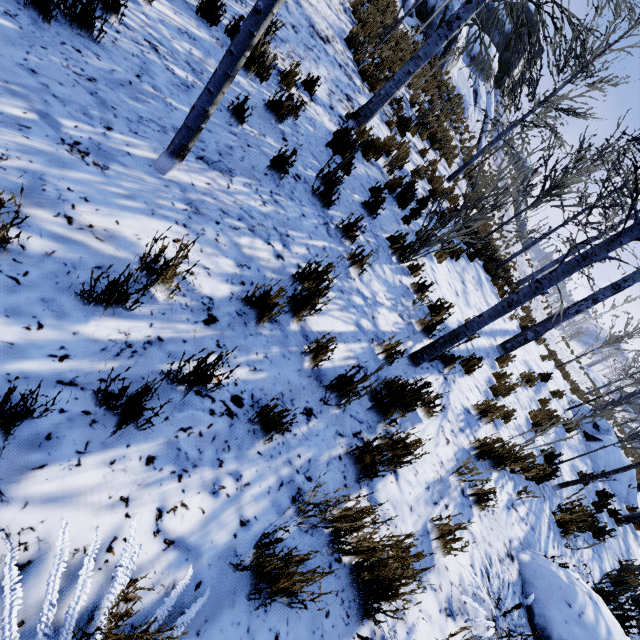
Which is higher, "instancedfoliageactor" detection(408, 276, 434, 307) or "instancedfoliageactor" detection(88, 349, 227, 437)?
"instancedfoliageactor" detection(408, 276, 434, 307)

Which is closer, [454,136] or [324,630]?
[324,630]

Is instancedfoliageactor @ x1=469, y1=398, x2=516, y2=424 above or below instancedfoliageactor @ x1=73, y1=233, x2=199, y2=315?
above

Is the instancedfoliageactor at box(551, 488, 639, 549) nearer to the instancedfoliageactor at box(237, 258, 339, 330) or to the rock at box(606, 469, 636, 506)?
the rock at box(606, 469, 636, 506)

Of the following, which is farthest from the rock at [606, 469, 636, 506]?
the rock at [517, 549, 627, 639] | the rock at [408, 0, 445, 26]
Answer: the rock at [408, 0, 445, 26]

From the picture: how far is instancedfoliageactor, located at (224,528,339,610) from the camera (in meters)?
1.46

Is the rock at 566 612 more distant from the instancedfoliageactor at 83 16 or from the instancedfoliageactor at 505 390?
the instancedfoliageactor at 83 16

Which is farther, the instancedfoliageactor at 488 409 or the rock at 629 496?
the rock at 629 496
